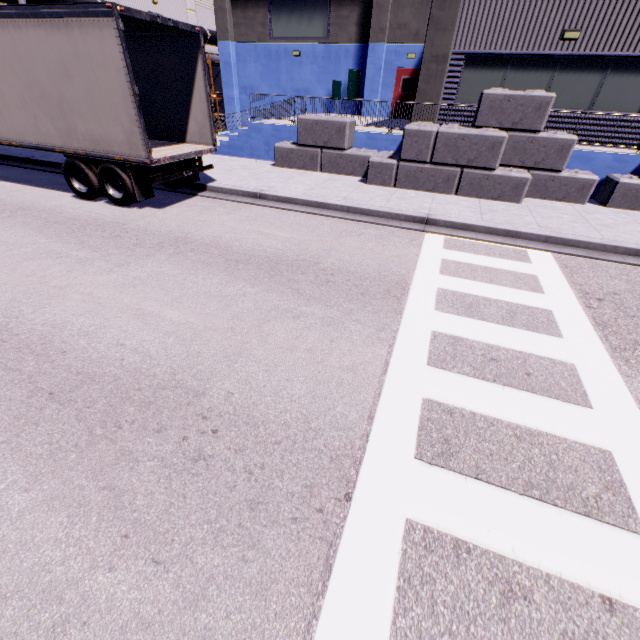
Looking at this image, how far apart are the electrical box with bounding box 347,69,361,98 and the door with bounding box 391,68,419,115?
2.06m

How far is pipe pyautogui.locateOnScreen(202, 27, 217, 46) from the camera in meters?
26.0 m

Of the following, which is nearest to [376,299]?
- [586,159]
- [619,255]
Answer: [619,255]

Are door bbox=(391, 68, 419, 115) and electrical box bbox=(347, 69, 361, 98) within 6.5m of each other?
yes

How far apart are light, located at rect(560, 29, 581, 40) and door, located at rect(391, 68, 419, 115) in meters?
9.5

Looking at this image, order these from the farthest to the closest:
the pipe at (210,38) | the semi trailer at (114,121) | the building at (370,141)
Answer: the pipe at (210,38) → the building at (370,141) → the semi trailer at (114,121)

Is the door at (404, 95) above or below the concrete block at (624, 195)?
above

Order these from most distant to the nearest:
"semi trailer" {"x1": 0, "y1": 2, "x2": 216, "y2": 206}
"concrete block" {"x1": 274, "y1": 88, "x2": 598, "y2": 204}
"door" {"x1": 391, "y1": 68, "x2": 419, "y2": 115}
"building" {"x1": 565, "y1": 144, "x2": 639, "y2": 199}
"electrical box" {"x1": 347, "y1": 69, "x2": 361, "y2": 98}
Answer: "electrical box" {"x1": 347, "y1": 69, "x2": 361, "y2": 98} < "door" {"x1": 391, "y1": 68, "x2": 419, "y2": 115} < "building" {"x1": 565, "y1": 144, "x2": 639, "y2": 199} < "concrete block" {"x1": 274, "y1": 88, "x2": 598, "y2": 204} < "semi trailer" {"x1": 0, "y1": 2, "x2": 216, "y2": 206}
